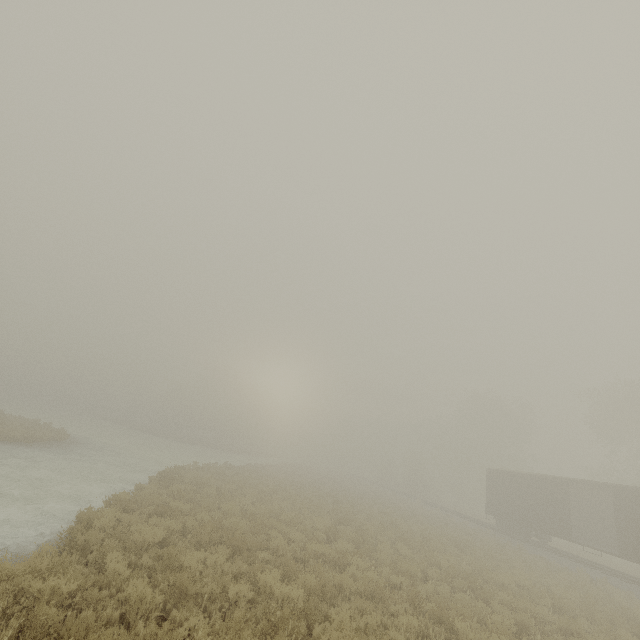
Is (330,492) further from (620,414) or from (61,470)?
(620,414)
